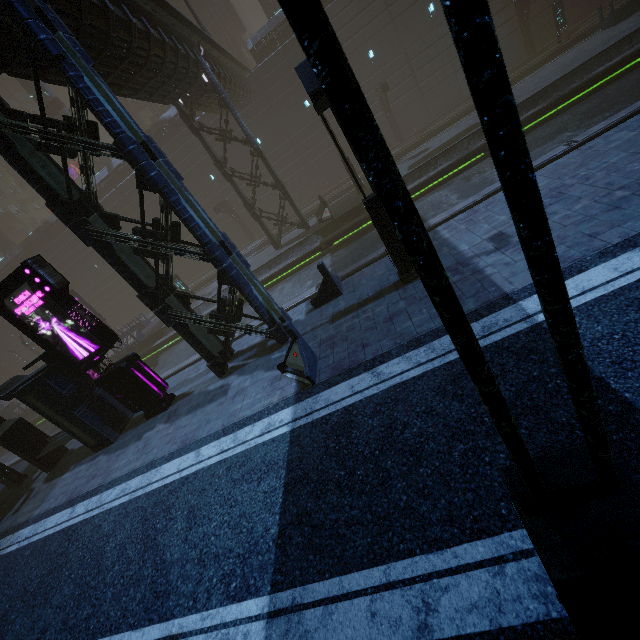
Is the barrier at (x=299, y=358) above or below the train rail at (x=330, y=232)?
above

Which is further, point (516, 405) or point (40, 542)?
point (40, 542)

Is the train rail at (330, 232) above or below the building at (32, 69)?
below

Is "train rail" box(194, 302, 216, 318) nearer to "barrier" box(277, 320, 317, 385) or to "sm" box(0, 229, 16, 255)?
"sm" box(0, 229, 16, 255)

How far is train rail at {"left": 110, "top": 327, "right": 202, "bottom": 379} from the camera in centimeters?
1582cm

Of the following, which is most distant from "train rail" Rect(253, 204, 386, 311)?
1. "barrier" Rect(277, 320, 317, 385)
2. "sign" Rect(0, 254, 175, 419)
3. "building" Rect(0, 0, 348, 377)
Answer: "barrier" Rect(277, 320, 317, 385)

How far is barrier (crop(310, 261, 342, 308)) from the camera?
10.3 meters

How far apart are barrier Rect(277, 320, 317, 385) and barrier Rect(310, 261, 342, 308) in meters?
2.7
